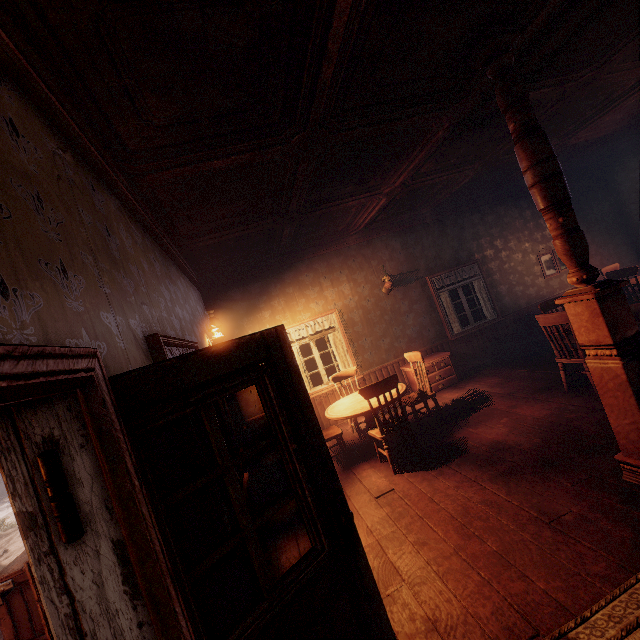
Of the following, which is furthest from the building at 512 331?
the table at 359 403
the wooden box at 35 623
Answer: the table at 359 403

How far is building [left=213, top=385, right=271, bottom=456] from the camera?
3.6m

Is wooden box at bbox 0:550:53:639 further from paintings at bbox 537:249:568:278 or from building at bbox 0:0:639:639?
paintings at bbox 537:249:568:278

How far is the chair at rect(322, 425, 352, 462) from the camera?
4.9m

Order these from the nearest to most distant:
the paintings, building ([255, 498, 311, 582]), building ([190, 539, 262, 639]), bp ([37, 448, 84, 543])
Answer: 1. bp ([37, 448, 84, 543])
2. building ([190, 539, 262, 639])
3. building ([255, 498, 311, 582])
4. the paintings

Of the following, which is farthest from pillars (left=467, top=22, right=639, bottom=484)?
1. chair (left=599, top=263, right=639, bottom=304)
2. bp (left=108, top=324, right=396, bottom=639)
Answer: chair (left=599, top=263, right=639, bottom=304)

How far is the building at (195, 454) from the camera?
1.6m

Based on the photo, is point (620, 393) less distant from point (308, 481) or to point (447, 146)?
point (308, 481)
